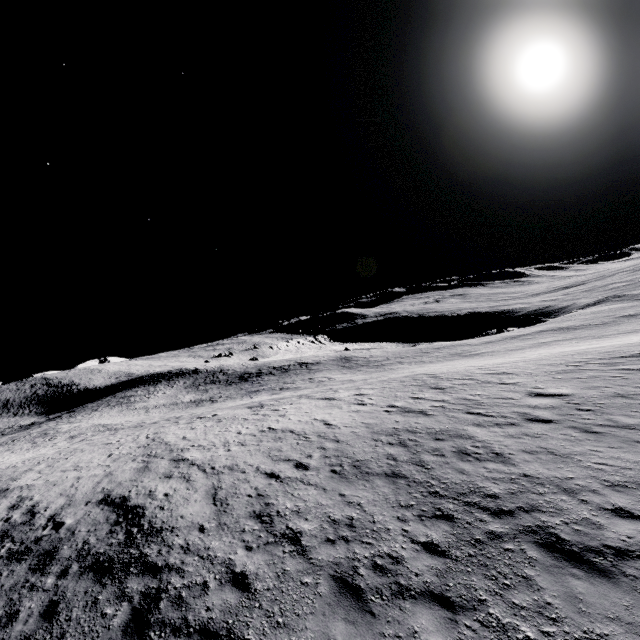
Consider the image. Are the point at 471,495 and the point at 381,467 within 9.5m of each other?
yes
